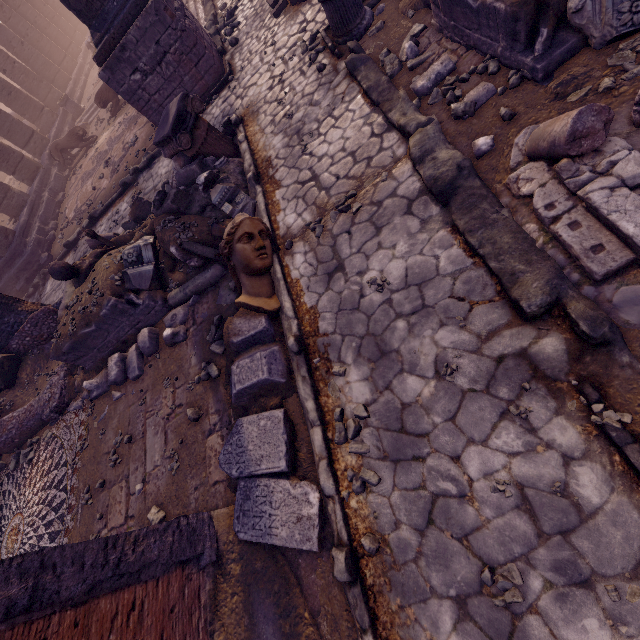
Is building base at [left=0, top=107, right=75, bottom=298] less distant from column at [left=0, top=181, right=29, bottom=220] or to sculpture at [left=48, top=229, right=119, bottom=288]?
column at [left=0, top=181, right=29, bottom=220]

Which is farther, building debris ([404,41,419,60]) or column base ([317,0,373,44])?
column base ([317,0,373,44])

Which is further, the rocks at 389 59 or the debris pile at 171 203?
the debris pile at 171 203

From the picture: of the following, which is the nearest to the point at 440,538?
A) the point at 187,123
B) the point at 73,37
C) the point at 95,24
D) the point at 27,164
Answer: the point at 187,123

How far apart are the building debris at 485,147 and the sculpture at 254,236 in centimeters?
266cm

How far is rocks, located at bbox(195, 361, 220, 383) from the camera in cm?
466

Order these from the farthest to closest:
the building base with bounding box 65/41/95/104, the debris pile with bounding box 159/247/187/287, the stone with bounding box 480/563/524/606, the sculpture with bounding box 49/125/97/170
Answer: the building base with bounding box 65/41/95/104
the sculpture with bounding box 49/125/97/170
the debris pile with bounding box 159/247/187/287
the stone with bounding box 480/563/524/606

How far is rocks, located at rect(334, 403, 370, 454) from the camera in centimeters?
321cm
